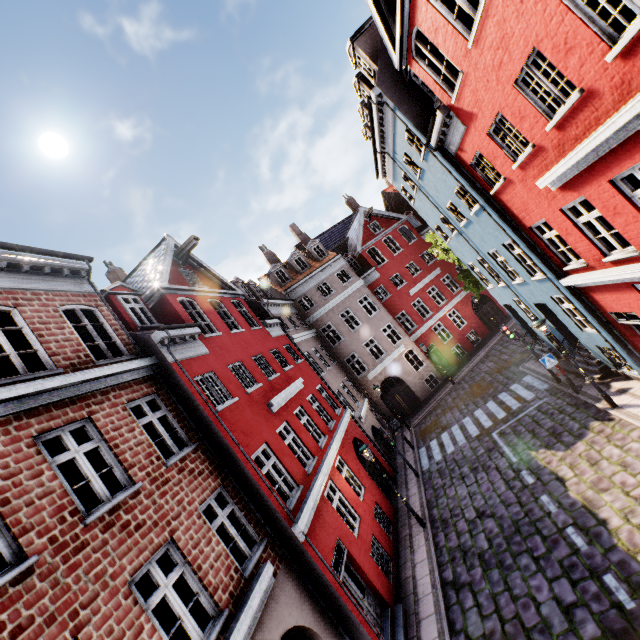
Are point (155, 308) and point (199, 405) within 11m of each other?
yes
